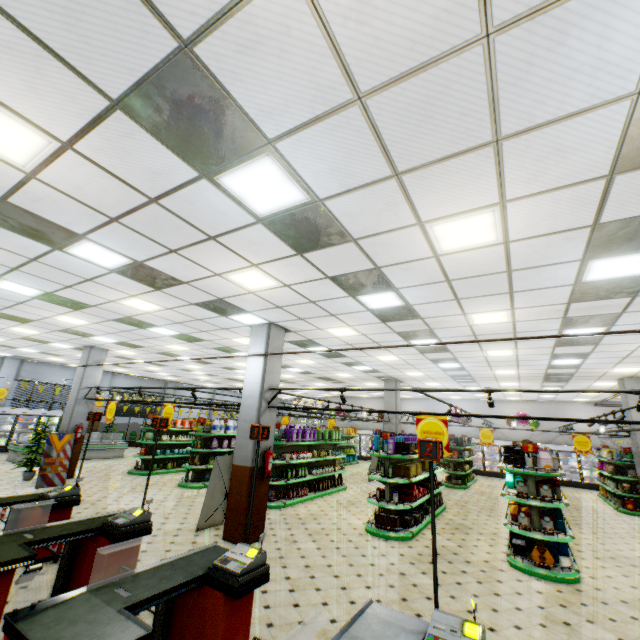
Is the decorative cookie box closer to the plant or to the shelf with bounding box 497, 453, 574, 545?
the shelf with bounding box 497, 453, 574, 545

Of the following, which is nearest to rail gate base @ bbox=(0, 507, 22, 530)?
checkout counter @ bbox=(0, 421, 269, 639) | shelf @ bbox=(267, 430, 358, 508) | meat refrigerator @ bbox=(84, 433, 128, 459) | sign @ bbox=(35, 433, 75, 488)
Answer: checkout counter @ bbox=(0, 421, 269, 639)

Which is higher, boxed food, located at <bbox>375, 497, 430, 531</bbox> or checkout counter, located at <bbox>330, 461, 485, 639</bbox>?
checkout counter, located at <bbox>330, 461, 485, 639</bbox>

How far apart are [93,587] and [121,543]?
1.7m

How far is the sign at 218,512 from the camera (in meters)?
7.68

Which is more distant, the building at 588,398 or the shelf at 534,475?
the building at 588,398

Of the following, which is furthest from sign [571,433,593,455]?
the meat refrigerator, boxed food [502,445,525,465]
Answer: the meat refrigerator

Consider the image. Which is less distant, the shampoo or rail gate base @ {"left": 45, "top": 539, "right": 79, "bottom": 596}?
rail gate base @ {"left": 45, "top": 539, "right": 79, "bottom": 596}
